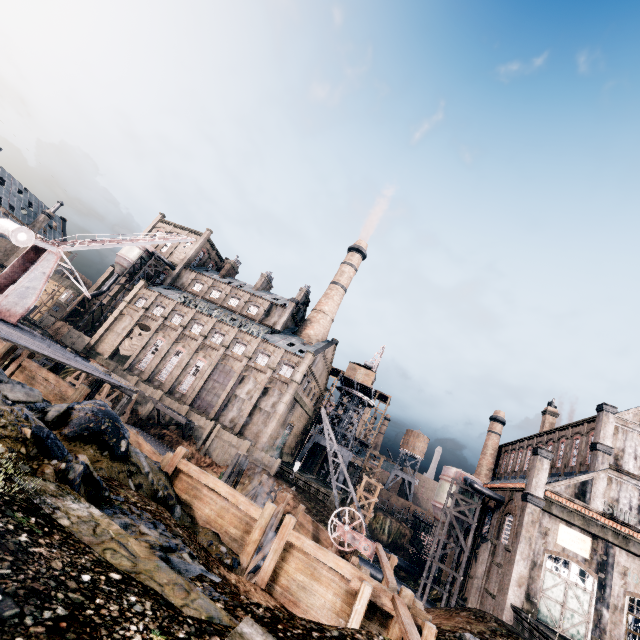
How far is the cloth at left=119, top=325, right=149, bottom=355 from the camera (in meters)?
54.14

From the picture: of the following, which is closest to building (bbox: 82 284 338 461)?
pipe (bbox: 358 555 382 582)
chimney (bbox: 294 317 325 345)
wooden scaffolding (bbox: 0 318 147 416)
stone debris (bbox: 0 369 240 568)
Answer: chimney (bbox: 294 317 325 345)

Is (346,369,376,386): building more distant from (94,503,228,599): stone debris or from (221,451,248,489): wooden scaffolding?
(94,503,228,599): stone debris

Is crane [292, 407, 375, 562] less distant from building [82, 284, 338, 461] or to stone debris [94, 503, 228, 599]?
building [82, 284, 338, 461]

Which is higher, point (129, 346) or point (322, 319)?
point (322, 319)

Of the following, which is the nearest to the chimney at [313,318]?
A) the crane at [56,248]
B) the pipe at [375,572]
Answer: the pipe at [375,572]

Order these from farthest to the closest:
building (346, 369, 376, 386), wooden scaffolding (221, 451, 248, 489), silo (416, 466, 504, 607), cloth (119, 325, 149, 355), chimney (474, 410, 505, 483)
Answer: building (346, 369, 376, 386)
chimney (474, 410, 505, 483)
cloth (119, 325, 149, 355)
silo (416, 466, 504, 607)
wooden scaffolding (221, 451, 248, 489)

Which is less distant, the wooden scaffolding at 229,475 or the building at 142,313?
the wooden scaffolding at 229,475
